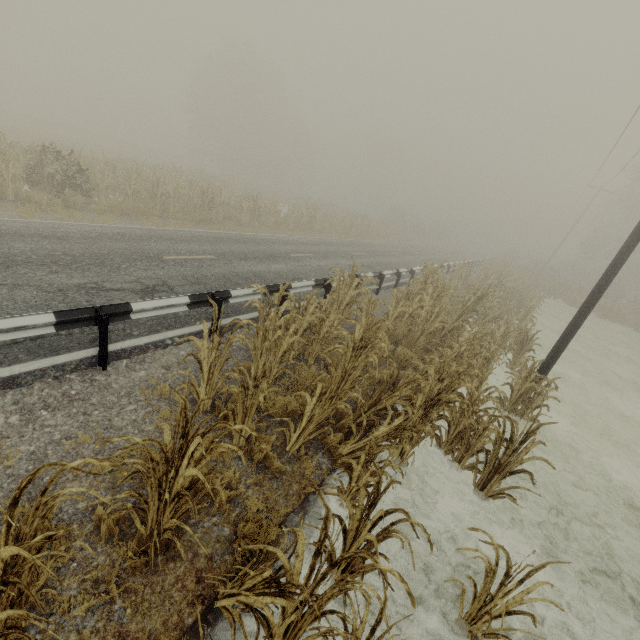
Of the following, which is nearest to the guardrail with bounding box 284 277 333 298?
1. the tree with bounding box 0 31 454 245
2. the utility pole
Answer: the tree with bounding box 0 31 454 245

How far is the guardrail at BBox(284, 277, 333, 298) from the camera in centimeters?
831cm

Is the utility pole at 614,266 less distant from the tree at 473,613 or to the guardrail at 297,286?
the tree at 473,613

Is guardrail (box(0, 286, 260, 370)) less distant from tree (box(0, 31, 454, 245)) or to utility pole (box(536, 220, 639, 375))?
tree (box(0, 31, 454, 245))

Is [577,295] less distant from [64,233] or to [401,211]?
[401,211]

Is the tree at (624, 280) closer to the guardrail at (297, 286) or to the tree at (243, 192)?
the tree at (243, 192)

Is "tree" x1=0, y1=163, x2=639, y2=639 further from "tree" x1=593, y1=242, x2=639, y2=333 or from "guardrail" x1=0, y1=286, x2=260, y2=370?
"tree" x1=593, y1=242, x2=639, y2=333

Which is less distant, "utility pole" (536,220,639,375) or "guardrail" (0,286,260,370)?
"guardrail" (0,286,260,370)
